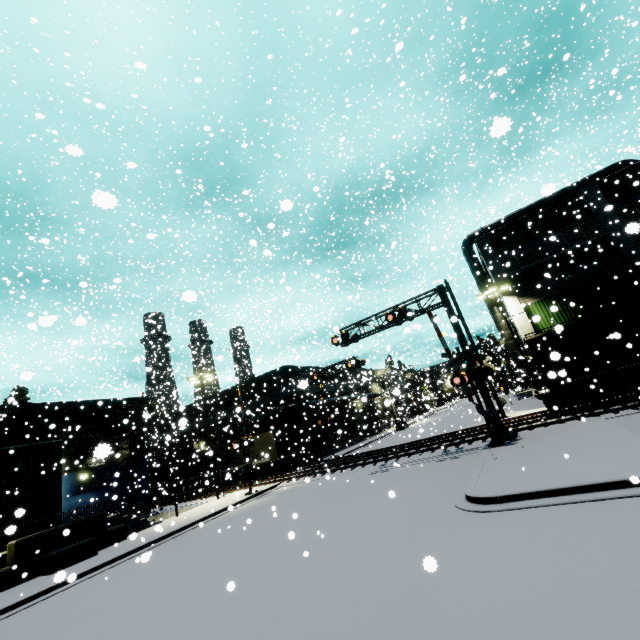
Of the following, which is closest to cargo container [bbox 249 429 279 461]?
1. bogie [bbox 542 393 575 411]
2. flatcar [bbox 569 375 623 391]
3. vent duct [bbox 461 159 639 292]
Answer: vent duct [bbox 461 159 639 292]

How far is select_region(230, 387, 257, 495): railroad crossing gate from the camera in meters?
23.1 m

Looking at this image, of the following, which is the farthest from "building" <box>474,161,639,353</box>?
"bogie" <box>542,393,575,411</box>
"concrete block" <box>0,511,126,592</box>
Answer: "bogie" <box>542,393,575,411</box>

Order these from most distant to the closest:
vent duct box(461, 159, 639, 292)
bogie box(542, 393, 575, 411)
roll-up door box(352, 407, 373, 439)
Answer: roll-up door box(352, 407, 373, 439)
vent duct box(461, 159, 639, 292)
bogie box(542, 393, 575, 411)

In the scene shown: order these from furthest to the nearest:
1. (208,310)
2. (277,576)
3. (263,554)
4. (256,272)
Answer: (208,310), (256,272), (263,554), (277,576)

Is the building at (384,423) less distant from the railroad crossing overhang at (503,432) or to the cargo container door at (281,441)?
the railroad crossing overhang at (503,432)

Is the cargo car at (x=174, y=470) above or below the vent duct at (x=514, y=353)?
below

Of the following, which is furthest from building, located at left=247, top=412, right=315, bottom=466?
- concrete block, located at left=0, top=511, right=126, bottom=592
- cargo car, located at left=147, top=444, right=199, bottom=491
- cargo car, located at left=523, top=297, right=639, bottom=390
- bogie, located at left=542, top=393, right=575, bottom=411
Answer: bogie, located at left=542, top=393, right=575, bottom=411
